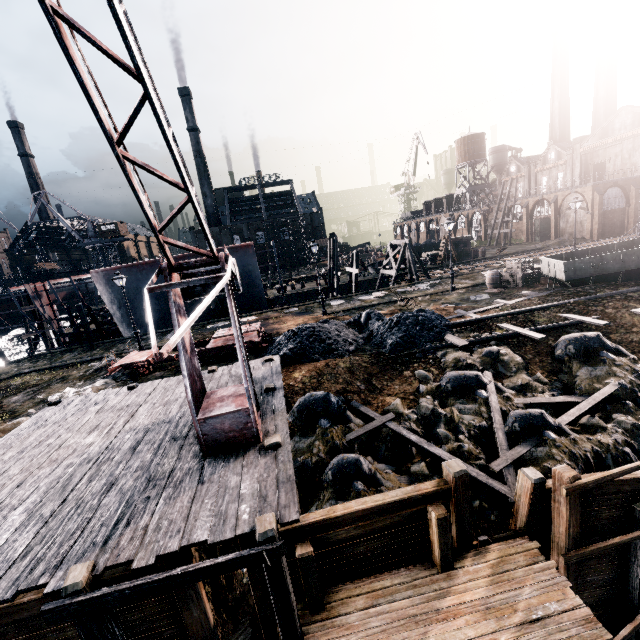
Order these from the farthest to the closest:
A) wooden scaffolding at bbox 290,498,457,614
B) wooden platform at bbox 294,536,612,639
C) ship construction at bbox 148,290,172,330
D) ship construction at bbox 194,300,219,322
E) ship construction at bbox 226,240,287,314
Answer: ship construction at bbox 194,300,219,322, ship construction at bbox 148,290,172,330, ship construction at bbox 226,240,287,314, wooden scaffolding at bbox 290,498,457,614, wooden platform at bbox 294,536,612,639

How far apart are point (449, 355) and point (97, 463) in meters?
13.2 m

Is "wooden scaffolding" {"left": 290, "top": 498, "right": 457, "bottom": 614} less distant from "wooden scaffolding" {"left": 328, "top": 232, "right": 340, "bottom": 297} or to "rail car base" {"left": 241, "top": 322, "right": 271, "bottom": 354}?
"rail car base" {"left": 241, "top": 322, "right": 271, "bottom": 354}

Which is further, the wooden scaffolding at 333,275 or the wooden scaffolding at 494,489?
the wooden scaffolding at 333,275

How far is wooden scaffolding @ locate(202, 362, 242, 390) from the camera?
11.6 meters

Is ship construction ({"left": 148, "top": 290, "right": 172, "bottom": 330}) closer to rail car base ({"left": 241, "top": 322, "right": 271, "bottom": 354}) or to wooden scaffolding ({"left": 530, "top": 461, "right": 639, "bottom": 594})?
rail car base ({"left": 241, "top": 322, "right": 271, "bottom": 354})

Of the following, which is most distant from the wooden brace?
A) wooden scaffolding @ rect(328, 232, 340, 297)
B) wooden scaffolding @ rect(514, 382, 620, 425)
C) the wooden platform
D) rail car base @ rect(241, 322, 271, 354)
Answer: wooden scaffolding @ rect(328, 232, 340, 297)

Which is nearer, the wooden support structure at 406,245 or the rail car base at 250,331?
the rail car base at 250,331
